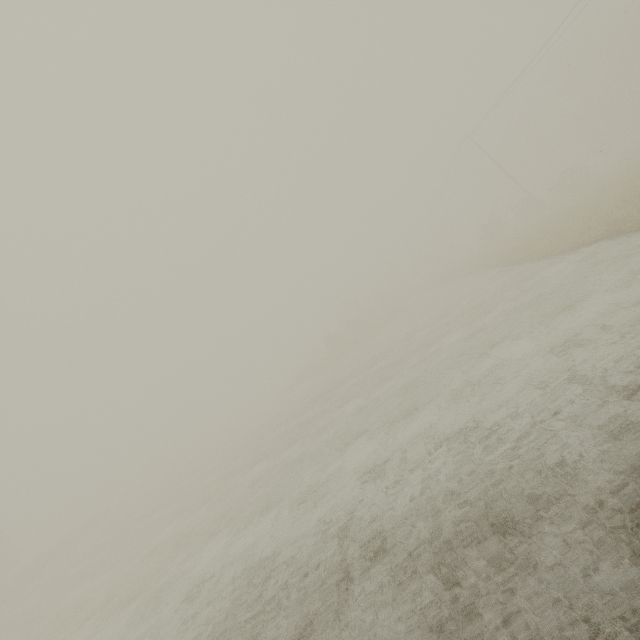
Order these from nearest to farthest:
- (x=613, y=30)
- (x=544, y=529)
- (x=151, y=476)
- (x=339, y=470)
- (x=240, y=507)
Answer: (x=544, y=529) → (x=339, y=470) → (x=240, y=507) → (x=613, y=30) → (x=151, y=476)

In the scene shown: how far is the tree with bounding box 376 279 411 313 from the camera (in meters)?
52.84

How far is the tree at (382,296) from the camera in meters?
52.8 m
